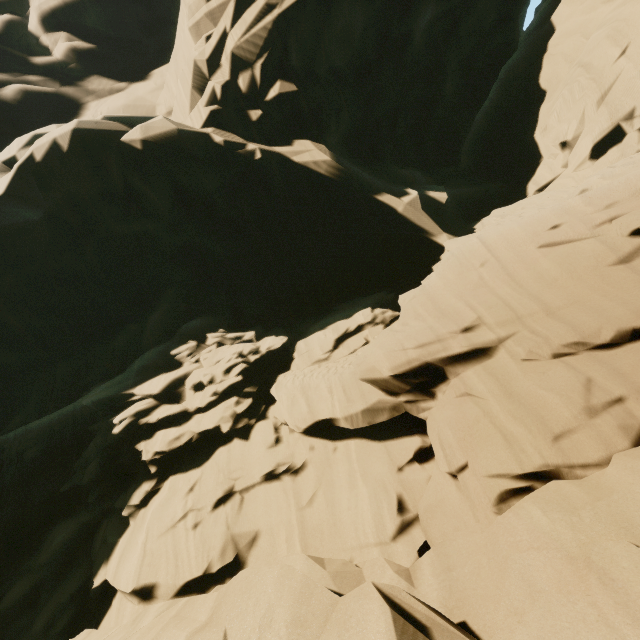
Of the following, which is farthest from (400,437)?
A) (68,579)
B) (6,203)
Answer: (6,203)
